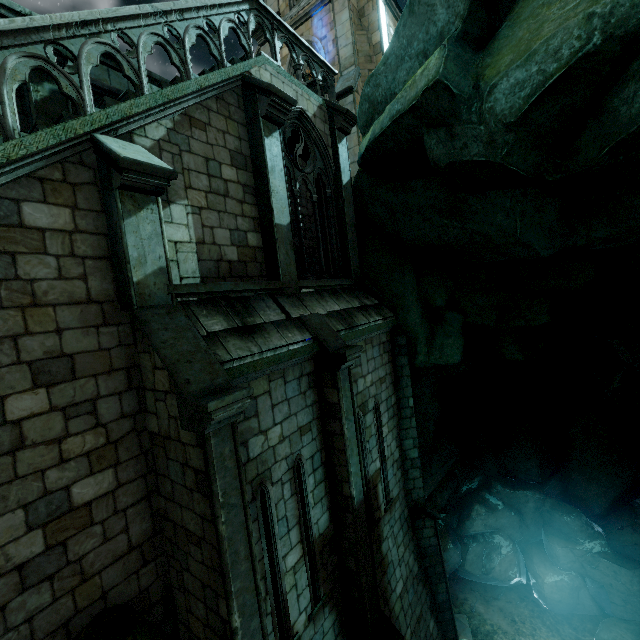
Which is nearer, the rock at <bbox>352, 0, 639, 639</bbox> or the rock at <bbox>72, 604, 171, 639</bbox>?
the rock at <bbox>72, 604, 171, 639</bbox>

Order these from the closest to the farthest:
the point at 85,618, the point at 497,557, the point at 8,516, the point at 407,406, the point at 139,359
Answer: the point at 8,516
the point at 85,618
the point at 139,359
the point at 407,406
the point at 497,557

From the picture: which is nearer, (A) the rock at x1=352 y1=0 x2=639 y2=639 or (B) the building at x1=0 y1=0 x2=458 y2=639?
(B) the building at x1=0 y1=0 x2=458 y2=639

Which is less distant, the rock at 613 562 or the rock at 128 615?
the rock at 128 615

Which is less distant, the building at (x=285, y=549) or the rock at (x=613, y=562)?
the building at (x=285, y=549)
